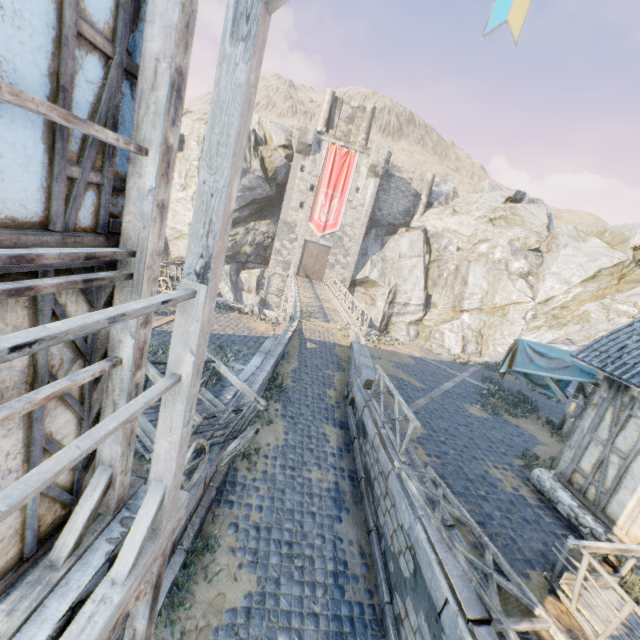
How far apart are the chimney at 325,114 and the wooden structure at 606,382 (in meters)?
36.14

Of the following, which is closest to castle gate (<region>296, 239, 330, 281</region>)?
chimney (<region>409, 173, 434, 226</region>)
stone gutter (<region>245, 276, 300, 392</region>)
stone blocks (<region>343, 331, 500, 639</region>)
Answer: stone gutter (<region>245, 276, 300, 392</region>)

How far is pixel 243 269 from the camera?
36.03m

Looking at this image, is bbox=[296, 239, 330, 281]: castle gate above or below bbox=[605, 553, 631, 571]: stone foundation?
above

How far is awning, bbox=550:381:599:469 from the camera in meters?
8.4 m

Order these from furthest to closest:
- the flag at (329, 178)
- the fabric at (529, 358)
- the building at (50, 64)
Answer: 1. the flag at (329, 178)
2. the fabric at (529, 358)
3. the building at (50, 64)

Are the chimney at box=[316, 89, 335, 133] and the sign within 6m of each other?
no

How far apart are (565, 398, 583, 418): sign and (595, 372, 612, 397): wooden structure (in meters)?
0.81
